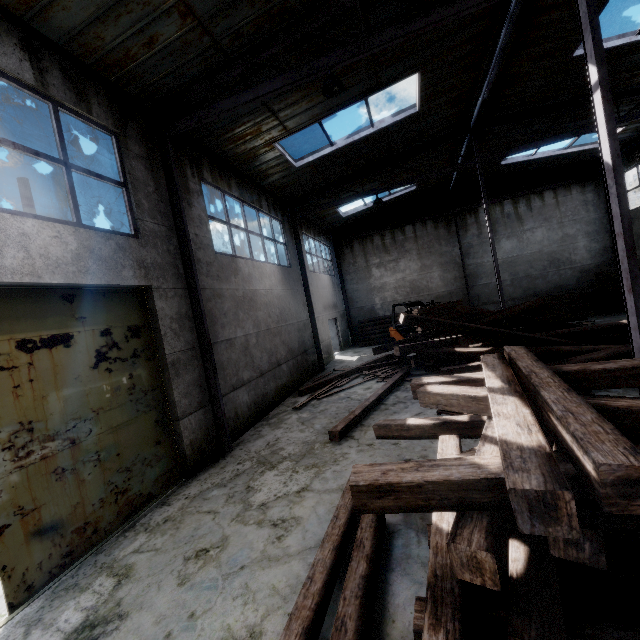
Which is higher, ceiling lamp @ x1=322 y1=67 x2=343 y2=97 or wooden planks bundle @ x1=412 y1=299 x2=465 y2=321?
ceiling lamp @ x1=322 y1=67 x2=343 y2=97

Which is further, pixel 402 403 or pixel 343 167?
pixel 343 167

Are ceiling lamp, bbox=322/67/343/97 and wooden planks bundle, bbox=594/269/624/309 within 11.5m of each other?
no

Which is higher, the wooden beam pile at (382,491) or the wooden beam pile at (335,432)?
the wooden beam pile at (382,491)

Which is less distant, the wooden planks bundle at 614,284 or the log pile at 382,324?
the wooden planks bundle at 614,284

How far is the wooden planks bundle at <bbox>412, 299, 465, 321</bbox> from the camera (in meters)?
14.05

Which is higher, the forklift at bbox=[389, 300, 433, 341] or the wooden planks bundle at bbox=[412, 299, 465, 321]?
the wooden planks bundle at bbox=[412, 299, 465, 321]

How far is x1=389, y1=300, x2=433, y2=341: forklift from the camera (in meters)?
15.56
